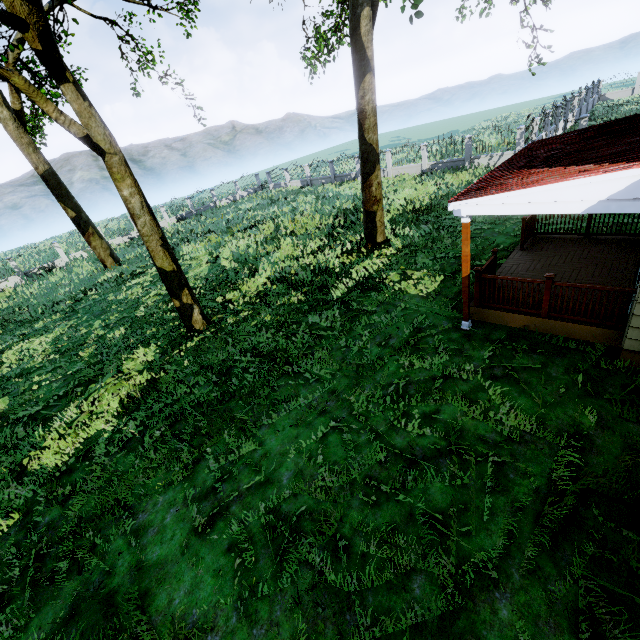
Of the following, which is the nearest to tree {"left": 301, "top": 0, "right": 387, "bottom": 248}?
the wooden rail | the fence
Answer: the fence

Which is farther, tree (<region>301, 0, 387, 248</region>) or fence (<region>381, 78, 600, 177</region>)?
fence (<region>381, 78, 600, 177</region>)

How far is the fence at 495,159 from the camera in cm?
2022

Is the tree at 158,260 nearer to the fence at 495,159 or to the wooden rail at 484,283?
the fence at 495,159

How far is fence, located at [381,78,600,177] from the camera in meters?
20.2

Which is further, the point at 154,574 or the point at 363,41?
the point at 363,41

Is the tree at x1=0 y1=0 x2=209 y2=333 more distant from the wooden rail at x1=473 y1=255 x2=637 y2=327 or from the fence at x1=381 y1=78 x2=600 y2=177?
the wooden rail at x1=473 y1=255 x2=637 y2=327
